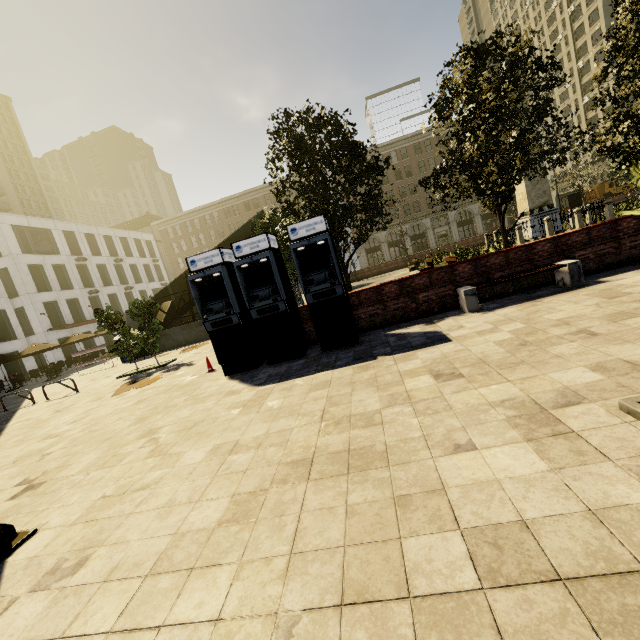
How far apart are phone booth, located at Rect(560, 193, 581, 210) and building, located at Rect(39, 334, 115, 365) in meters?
54.9

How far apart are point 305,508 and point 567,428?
2.5m

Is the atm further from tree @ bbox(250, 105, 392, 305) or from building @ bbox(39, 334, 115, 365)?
building @ bbox(39, 334, 115, 365)

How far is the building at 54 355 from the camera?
32.5m

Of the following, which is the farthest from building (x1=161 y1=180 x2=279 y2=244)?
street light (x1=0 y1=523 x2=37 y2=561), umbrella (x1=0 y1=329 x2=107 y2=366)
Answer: umbrella (x1=0 y1=329 x2=107 y2=366)

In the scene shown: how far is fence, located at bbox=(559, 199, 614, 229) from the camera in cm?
1916

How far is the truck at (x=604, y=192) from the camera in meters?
43.7 m

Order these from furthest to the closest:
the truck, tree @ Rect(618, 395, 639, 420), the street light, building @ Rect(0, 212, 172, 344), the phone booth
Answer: the truck
the phone booth
building @ Rect(0, 212, 172, 344)
the street light
tree @ Rect(618, 395, 639, 420)
